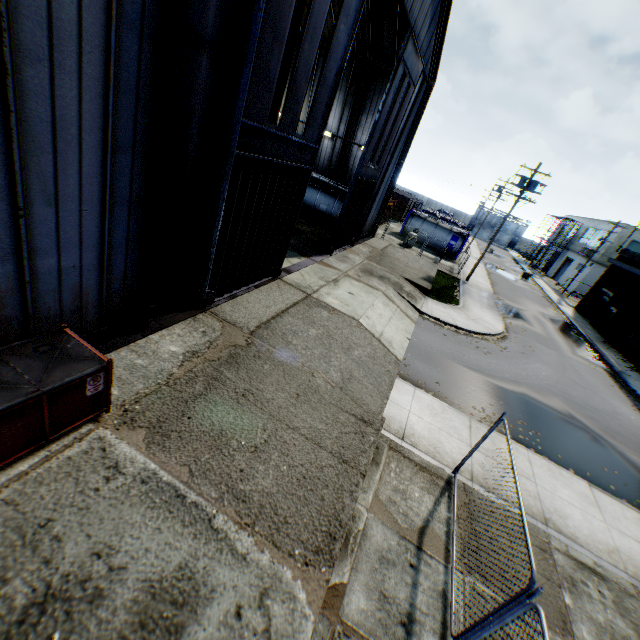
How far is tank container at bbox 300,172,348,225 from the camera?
23.85m

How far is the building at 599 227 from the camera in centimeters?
4416cm

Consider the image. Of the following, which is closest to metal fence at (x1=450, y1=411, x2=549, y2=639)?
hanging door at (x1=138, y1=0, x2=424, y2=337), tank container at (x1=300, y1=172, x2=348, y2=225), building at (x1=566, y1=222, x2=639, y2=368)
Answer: building at (x1=566, y1=222, x2=639, y2=368)

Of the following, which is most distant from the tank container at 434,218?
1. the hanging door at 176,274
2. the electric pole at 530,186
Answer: the hanging door at 176,274

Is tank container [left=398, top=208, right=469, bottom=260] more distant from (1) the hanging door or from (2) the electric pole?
(1) the hanging door

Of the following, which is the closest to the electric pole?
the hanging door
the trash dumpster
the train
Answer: the train

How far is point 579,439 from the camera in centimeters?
1212cm

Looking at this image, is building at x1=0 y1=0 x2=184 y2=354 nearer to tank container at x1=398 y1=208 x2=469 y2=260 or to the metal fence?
the metal fence
